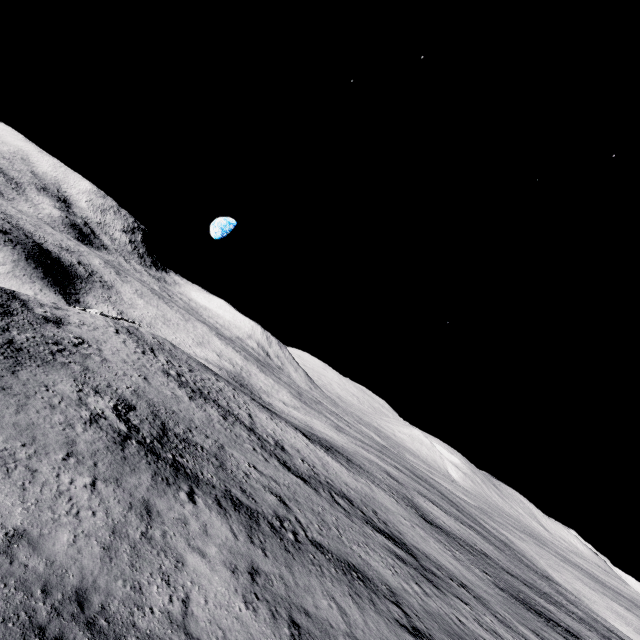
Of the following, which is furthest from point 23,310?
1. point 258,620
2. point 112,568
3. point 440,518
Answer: point 440,518
